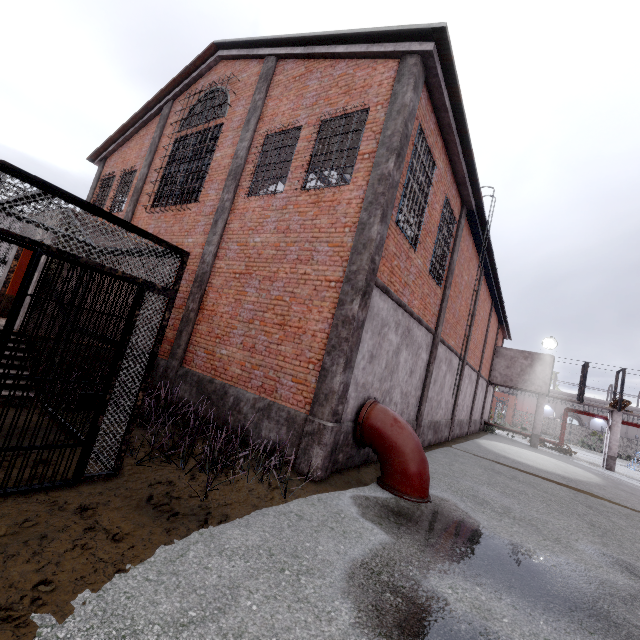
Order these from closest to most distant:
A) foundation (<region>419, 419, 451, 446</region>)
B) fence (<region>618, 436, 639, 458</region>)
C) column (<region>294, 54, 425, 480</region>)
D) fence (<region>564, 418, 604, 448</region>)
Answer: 1. column (<region>294, 54, 425, 480</region>)
2. foundation (<region>419, 419, 451, 446</region>)
3. fence (<region>618, 436, 639, 458</region>)
4. fence (<region>564, 418, 604, 448</region>)

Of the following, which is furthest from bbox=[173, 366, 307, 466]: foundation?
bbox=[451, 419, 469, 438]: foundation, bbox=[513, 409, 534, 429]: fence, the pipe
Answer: bbox=[513, 409, 534, 429]: fence

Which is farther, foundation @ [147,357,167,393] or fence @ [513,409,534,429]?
fence @ [513,409,534,429]

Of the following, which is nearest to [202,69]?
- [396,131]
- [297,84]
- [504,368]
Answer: [297,84]

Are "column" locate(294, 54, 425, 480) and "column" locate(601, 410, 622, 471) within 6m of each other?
no

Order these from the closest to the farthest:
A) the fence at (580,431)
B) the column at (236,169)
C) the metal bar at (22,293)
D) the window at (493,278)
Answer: the metal bar at (22,293), the column at (236,169), the window at (493,278), the fence at (580,431)

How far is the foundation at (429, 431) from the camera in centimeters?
1158cm

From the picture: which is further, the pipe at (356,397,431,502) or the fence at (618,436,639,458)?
the fence at (618,436,639,458)
